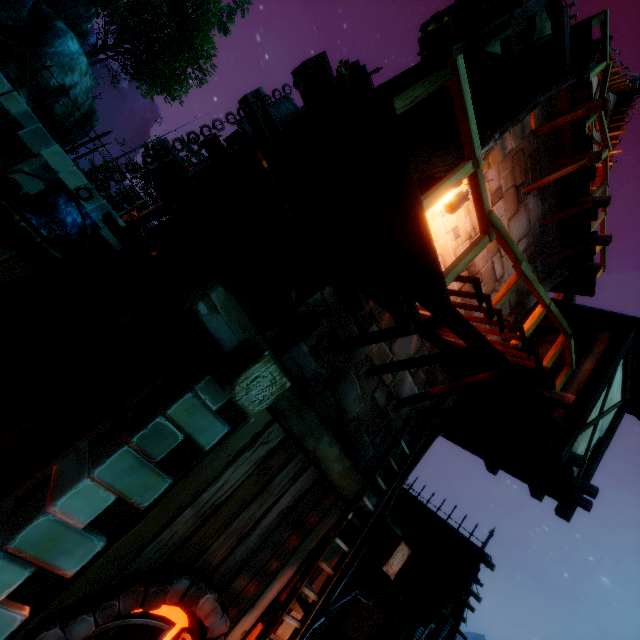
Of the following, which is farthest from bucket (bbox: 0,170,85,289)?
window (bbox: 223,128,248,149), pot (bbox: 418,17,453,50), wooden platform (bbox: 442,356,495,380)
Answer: pot (bbox: 418,17,453,50)

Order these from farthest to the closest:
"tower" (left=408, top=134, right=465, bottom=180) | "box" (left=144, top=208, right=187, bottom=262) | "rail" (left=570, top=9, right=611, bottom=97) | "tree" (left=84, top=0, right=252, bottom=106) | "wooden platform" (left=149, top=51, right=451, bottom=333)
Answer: "tree" (left=84, top=0, right=252, bottom=106), "box" (left=144, top=208, right=187, bottom=262), "tower" (left=408, top=134, right=465, bottom=180), "rail" (left=570, top=9, right=611, bottom=97), "wooden platform" (left=149, top=51, right=451, bottom=333)

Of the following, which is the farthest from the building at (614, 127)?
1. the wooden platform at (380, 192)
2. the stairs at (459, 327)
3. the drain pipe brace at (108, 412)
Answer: the drain pipe brace at (108, 412)

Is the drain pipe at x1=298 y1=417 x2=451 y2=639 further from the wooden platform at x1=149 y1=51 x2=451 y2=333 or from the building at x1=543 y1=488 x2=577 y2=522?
the wooden platform at x1=149 y1=51 x2=451 y2=333

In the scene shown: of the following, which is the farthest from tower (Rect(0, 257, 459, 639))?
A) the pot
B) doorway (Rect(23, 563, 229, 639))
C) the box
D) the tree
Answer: the tree

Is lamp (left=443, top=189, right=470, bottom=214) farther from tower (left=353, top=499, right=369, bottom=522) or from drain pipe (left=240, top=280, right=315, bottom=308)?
drain pipe (left=240, top=280, right=315, bottom=308)

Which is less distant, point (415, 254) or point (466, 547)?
point (415, 254)

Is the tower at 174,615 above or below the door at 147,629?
below
